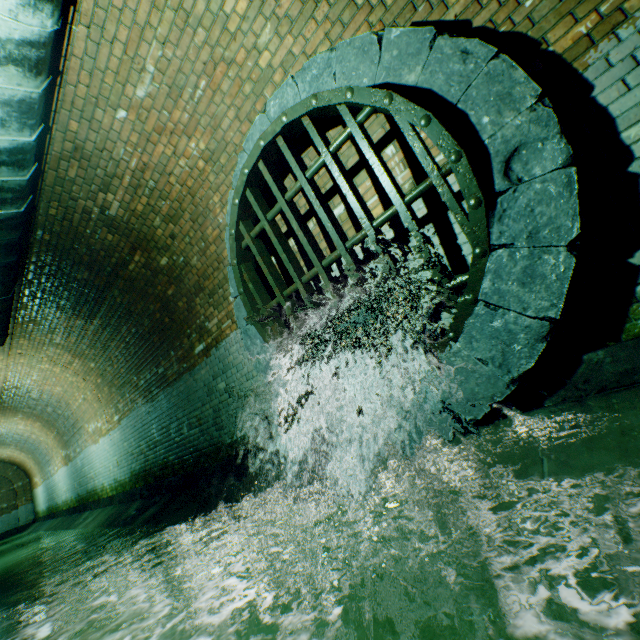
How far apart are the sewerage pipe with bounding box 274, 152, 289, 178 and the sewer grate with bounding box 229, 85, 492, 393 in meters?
0.0 m

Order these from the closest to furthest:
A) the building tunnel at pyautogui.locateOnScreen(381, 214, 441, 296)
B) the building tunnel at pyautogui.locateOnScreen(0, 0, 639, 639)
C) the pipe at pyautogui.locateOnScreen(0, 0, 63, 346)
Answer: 1. the building tunnel at pyautogui.locateOnScreen(0, 0, 639, 639)
2. the pipe at pyautogui.locateOnScreen(0, 0, 63, 346)
3. the building tunnel at pyautogui.locateOnScreen(381, 214, 441, 296)

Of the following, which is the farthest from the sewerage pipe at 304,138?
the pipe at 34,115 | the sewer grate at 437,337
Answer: the pipe at 34,115

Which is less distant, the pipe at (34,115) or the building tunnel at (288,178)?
the pipe at (34,115)

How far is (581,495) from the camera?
1.4m

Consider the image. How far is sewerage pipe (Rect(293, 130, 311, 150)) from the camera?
3.09m

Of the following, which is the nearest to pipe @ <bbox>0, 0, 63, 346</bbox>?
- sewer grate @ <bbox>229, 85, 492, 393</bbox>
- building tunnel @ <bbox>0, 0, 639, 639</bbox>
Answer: building tunnel @ <bbox>0, 0, 639, 639</bbox>

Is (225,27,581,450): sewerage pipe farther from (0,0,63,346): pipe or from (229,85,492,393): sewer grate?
(0,0,63,346): pipe
